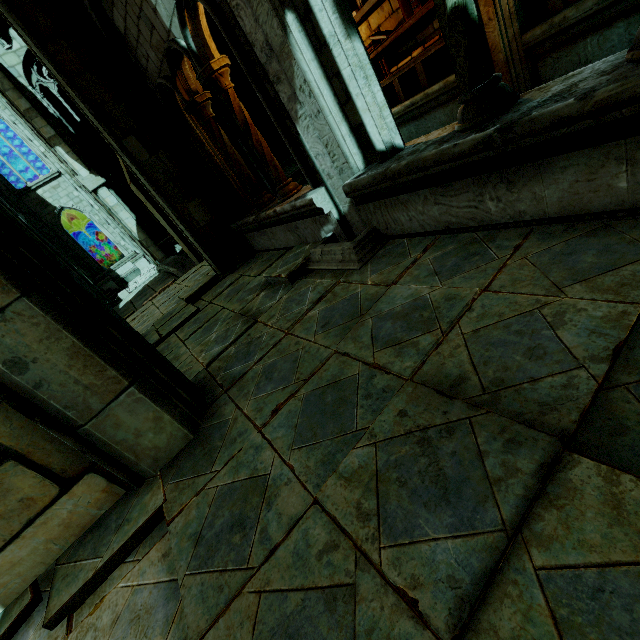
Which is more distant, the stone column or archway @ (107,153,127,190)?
archway @ (107,153,127,190)

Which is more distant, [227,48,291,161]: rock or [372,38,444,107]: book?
[227,48,291,161]: rock

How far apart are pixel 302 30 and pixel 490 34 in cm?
323

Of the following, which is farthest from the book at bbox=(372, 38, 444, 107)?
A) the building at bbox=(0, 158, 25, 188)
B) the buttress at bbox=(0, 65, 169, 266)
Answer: the building at bbox=(0, 158, 25, 188)

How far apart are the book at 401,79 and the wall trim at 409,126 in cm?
0

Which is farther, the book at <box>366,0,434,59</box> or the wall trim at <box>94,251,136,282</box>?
the wall trim at <box>94,251,136,282</box>

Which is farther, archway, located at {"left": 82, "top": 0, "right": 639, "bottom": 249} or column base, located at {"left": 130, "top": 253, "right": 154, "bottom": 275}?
column base, located at {"left": 130, "top": 253, "right": 154, "bottom": 275}

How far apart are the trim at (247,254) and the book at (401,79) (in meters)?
3.64
